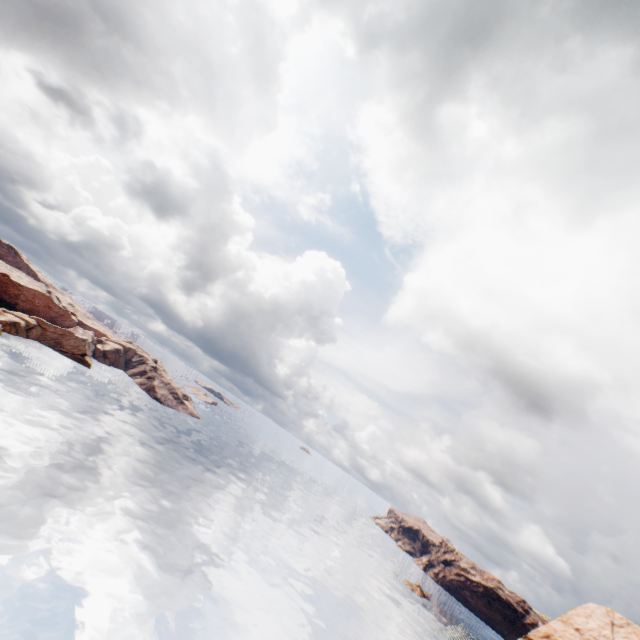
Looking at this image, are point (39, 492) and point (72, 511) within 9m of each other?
yes
